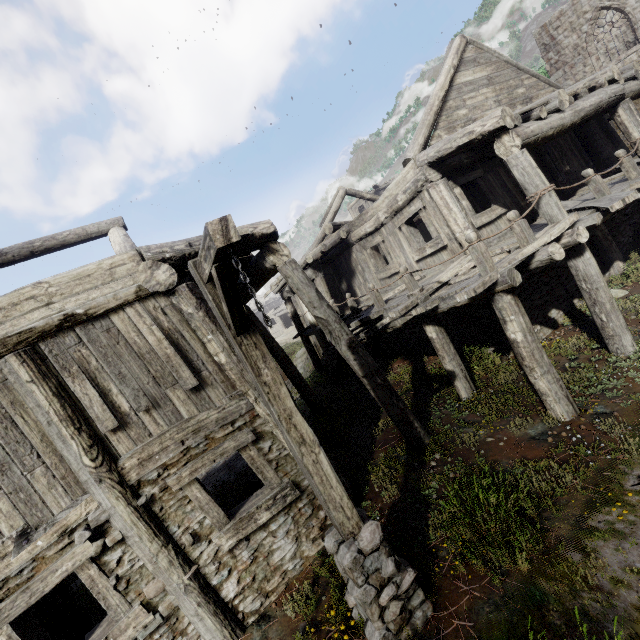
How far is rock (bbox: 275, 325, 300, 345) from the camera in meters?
39.9

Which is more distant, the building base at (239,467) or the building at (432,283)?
the building base at (239,467)

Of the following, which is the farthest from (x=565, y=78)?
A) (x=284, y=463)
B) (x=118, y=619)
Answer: (x=118, y=619)

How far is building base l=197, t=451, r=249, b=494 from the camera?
11.2m

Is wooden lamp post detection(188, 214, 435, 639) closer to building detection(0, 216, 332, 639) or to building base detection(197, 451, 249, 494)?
building detection(0, 216, 332, 639)

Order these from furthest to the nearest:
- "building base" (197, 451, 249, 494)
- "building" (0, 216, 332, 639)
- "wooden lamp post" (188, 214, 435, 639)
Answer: "building base" (197, 451, 249, 494), "building" (0, 216, 332, 639), "wooden lamp post" (188, 214, 435, 639)

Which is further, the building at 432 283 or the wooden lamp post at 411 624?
the building at 432 283
